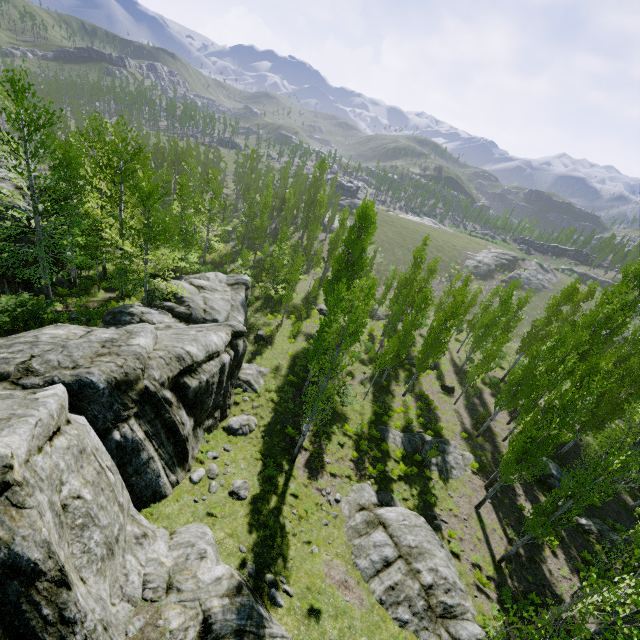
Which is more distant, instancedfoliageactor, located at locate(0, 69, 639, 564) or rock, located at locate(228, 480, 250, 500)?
instancedfoliageactor, located at locate(0, 69, 639, 564)

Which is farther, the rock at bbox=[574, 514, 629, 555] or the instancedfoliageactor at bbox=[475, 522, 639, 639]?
the rock at bbox=[574, 514, 629, 555]

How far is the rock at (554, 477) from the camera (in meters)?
21.17

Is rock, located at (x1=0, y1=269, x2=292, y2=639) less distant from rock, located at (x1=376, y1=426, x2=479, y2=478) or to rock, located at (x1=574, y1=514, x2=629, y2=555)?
rock, located at (x1=376, y1=426, x2=479, y2=478)

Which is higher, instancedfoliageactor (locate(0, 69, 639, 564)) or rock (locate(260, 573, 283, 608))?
instancedfoliageactor (locate(0, 69, 639, 564))

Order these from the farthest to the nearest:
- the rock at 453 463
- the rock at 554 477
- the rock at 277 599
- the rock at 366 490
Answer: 1. the rock at 554 477
2. the rock at 453 463
3. the rock at 366 490
4. the rock at 277 599

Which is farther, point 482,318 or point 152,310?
point 482,318

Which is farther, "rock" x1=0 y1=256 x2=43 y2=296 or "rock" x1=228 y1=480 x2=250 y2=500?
"rock" x1=0 y1=256 x2=43 y2=296
